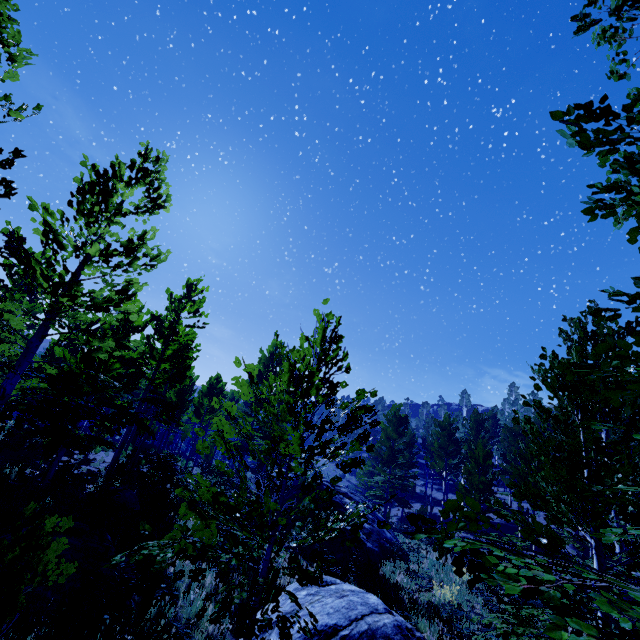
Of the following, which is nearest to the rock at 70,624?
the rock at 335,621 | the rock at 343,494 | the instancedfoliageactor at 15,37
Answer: the rock at 335,621

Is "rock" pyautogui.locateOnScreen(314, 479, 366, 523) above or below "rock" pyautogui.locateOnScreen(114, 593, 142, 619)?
above

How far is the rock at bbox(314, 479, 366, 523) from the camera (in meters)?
14.05

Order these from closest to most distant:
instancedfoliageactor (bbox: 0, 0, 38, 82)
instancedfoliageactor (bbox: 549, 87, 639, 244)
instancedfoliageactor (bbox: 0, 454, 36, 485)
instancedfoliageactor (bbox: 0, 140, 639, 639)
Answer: instancedfoliageactor (bbox: 549, 87, 639, 244) → instancedfoliageactor (bbox: 0, 140, 639, 639) → instancedfoliageactor (bbox: 0, 0, 38, 82) → instancedfoliageactor (bbox: 0, 454, 36, 485)

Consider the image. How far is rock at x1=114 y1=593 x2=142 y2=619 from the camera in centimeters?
588cm

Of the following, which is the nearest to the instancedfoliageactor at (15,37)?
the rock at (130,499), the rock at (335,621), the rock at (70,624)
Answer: the rock at (335,621)

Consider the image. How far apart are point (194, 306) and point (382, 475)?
22.0m

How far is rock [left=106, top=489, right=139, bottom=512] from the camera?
11.1 meters
